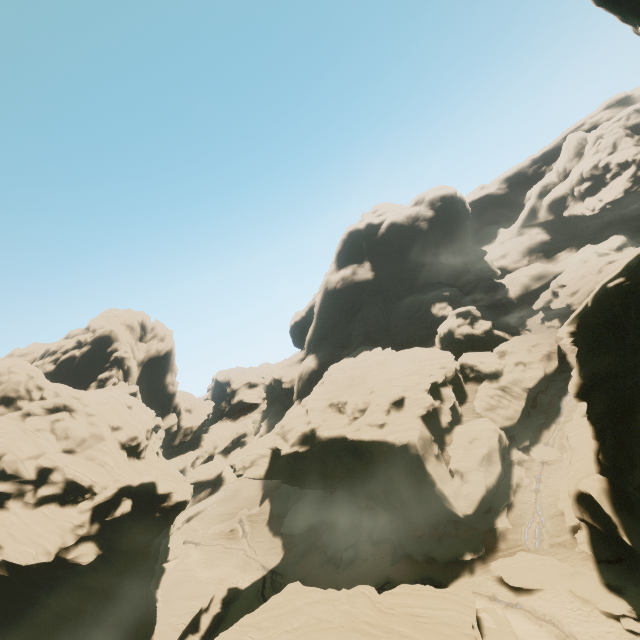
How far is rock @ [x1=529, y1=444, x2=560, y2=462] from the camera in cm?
3400

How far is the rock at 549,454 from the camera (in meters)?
34.00

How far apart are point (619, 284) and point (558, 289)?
44.7 meters

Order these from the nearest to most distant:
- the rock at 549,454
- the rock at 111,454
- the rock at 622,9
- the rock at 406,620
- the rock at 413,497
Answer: the rock at 622,9 < the rock at 406,620 < the rock at 413,497 < the rock at 111,454 < the rock at 549,454

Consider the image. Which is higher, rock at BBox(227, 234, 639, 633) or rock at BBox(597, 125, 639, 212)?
rock at BBox(597, 125, 639, 212)

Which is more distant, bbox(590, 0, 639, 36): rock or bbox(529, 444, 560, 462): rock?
bbox(529, 444, 560, 462): rock

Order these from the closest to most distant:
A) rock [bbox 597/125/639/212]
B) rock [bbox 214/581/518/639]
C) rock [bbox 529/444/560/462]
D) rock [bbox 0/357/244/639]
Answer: rock [bbox 214/581/518/639]
rock [bbox 0/357/244/639]
rock [bbox 529/444/560/462]
rock [bbox 597/125/639/212]
